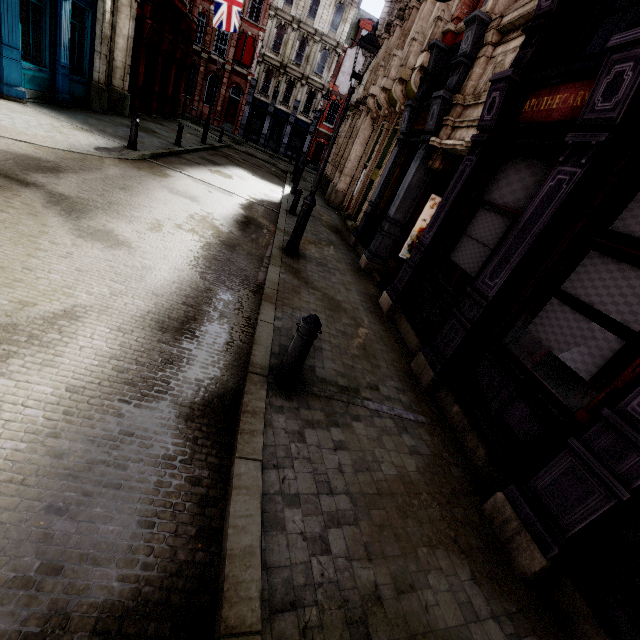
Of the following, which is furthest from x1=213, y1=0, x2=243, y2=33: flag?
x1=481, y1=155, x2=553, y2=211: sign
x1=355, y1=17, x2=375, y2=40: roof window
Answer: x1=481, y1=155, x2=553, y2=211: sign

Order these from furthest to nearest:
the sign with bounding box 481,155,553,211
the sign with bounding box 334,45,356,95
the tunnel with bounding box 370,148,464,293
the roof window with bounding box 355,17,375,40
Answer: the roof window with bounding box 355,17,375,40 < the sign with bounding box 334,45,356,95 < the tunnel with bounding box 370,148,464,293 < the sign with bounding box 481,155,553,211

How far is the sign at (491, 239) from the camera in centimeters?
512cm

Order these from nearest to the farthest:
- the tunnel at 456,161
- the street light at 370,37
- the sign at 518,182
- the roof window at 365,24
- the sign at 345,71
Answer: the sign at 518,182 < the street light at 370,37 < the tunnel at 456,161 < the sign at 345,71 < the roof window at 365,24

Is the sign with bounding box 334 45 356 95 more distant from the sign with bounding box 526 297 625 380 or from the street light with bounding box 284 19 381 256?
the sign with bounding box 526 297 625 380

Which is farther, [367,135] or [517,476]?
[367,135]

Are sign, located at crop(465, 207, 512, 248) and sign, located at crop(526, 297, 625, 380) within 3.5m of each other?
yes

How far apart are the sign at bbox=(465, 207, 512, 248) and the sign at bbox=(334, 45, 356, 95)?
18.5m
